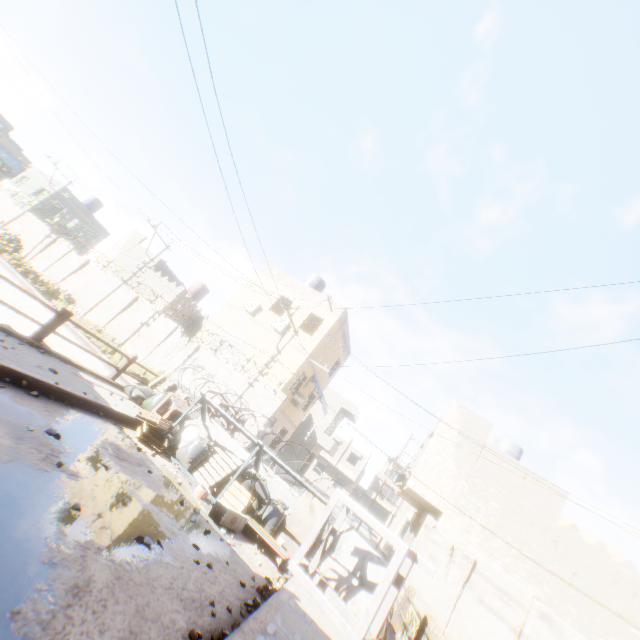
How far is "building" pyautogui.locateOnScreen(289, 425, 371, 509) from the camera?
35.28m

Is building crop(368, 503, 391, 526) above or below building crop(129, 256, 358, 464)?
below

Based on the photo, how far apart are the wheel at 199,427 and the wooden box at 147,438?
0.7m

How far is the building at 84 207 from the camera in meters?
33.1

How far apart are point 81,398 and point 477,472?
15.80m

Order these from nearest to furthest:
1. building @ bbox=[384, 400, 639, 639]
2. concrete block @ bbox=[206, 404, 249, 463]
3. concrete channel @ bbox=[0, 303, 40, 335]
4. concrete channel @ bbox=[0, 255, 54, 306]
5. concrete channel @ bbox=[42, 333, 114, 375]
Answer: concrete block @ bbox=[206, 404, 249, 463] < building @ bbox=[384, 400, 639, 639] < concrete channel @ bbox=[42, 333, 114, 375] < concrete channel @ bbox=[0, 303, 40, 335] < concrete channel @ bbox=[0, 255, 54, 306]

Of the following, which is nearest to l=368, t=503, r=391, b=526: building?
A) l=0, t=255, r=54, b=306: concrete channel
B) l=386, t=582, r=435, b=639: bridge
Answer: l=0, t=255, r=54, b=306: concrete channel

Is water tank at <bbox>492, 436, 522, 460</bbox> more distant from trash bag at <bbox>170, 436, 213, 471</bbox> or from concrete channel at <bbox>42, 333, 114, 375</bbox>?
trash bag at <bbox>170, 436, 213, 471</bbox>
